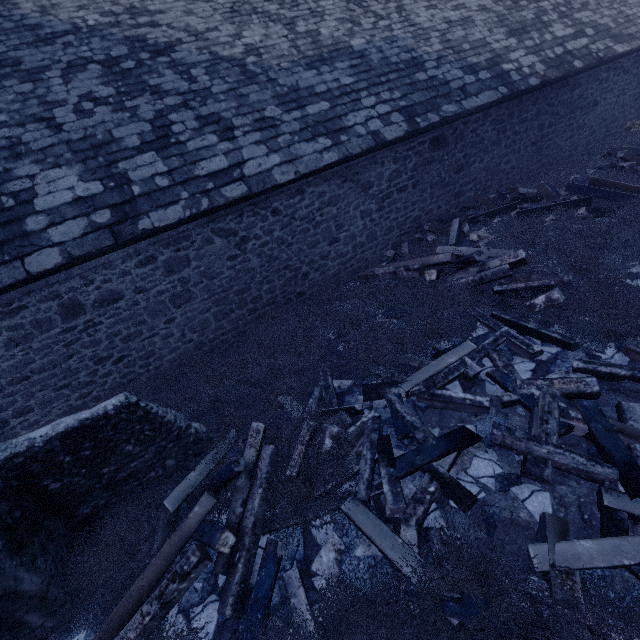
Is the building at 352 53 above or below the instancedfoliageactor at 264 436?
above

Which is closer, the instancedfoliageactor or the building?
the instancedfoliageactor

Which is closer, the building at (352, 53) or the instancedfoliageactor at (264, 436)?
the instancedfoliageactor at (264, 436)

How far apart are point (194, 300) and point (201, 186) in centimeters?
206cm

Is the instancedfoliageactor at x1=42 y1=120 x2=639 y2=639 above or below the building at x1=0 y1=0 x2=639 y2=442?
below
